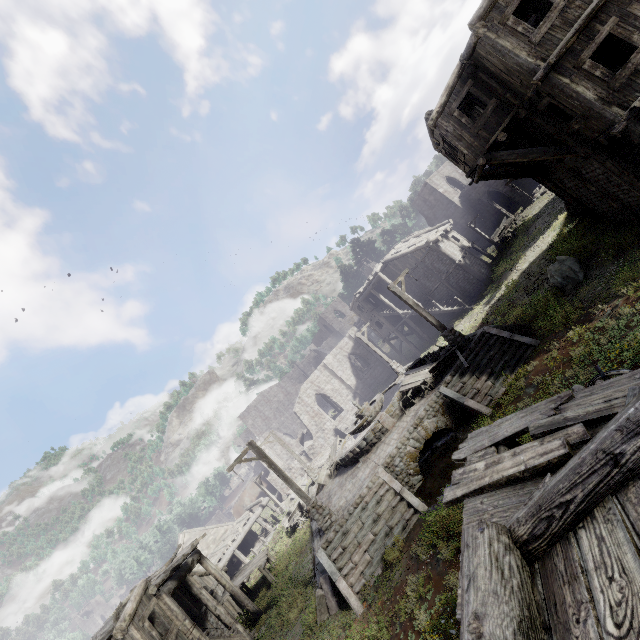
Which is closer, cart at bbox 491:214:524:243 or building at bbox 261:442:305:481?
cart at bbox 491:214:524:243

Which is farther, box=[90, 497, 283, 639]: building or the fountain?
the fountain

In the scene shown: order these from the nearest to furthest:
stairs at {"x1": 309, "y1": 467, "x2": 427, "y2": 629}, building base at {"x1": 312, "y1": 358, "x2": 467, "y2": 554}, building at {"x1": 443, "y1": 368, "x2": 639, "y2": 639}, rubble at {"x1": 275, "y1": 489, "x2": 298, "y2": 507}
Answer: building at {"x1": 443, "y1": 368, "x2": 639, "y2": 639} → stairs at {"x1": 309, "y1": 467, "x2": 427, "y2": 629} → building base at {"x1": 312, "y1": 358, "x2": 467, "y2": 554} → rubble at {"x1": 275, "y1": 489, "x2": 298, "y2": 507}

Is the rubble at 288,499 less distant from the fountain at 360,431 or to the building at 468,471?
the building at 468,471

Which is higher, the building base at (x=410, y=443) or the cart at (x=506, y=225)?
the cart at (x=506, y=225)

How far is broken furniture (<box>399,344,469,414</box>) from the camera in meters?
15.1

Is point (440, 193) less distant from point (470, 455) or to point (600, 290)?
point (600, 290)

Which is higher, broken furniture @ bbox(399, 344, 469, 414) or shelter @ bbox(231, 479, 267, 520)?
shelter @ bbox(231, 479, 267, 520)
